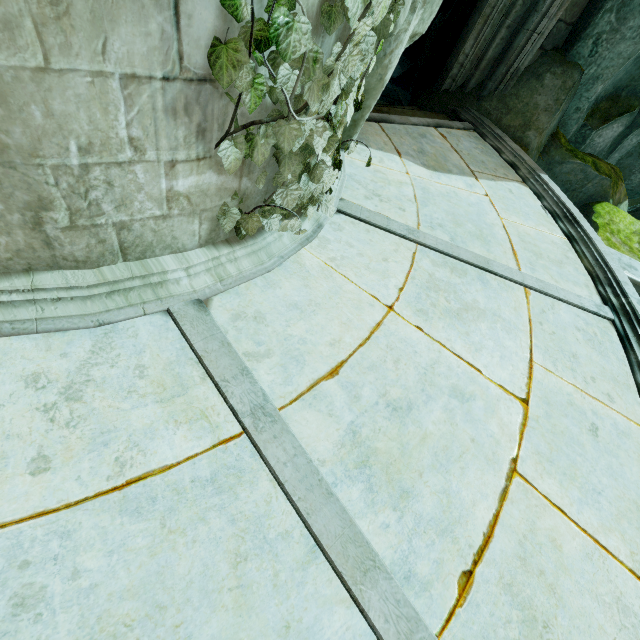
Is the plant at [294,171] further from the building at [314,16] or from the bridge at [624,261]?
the bridge at [624,261]

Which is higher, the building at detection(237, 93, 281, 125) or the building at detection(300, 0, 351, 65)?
the building at detection(300, 0, 351, 65)

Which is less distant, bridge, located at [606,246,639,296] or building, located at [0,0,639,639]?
building, located at [0,0,639,639]

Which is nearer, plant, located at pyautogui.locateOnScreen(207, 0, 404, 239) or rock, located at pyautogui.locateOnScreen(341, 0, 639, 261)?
plant, located at pyautogui.locateOnScreen(207, 0, 404, 239)

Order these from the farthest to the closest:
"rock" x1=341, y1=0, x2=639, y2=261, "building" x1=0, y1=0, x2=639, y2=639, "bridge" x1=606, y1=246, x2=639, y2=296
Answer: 1. "bridge" x1=606, y1=246, x2=639, y2=296
2. "rock" x1=341, y1=0, x2=639, y2=261
3. "building" x1=0, y1=0, x2=639, y2=639

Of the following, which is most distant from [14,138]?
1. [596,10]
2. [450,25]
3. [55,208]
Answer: [450,25]

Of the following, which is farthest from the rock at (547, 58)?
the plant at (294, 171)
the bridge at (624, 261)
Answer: the plant at (294, 171)

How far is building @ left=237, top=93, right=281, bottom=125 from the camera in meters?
1.8 m
